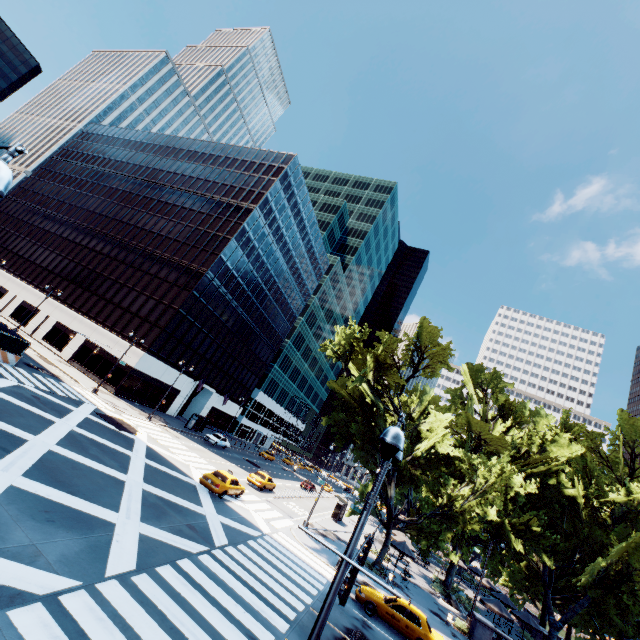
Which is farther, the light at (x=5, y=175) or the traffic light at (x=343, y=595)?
the traffic light at (x=343, y=595)

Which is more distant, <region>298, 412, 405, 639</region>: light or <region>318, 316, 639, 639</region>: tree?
<region>318, 316, 639, 639</region>: tree

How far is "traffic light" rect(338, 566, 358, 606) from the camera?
7.71m

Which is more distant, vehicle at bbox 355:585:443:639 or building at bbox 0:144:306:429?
building at bbox 0:144:306:429

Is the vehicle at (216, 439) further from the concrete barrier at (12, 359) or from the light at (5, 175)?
the light at (5, 175)

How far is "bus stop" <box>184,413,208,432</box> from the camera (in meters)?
44.56

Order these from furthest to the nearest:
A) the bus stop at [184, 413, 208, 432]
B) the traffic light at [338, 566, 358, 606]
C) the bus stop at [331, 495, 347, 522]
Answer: the bus stop at [184, 413, 208, 432], the bus stop at [331, 495, 347, 522], the traffic light at [338, 566, 358, 606]

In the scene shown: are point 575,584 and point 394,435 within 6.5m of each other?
no
